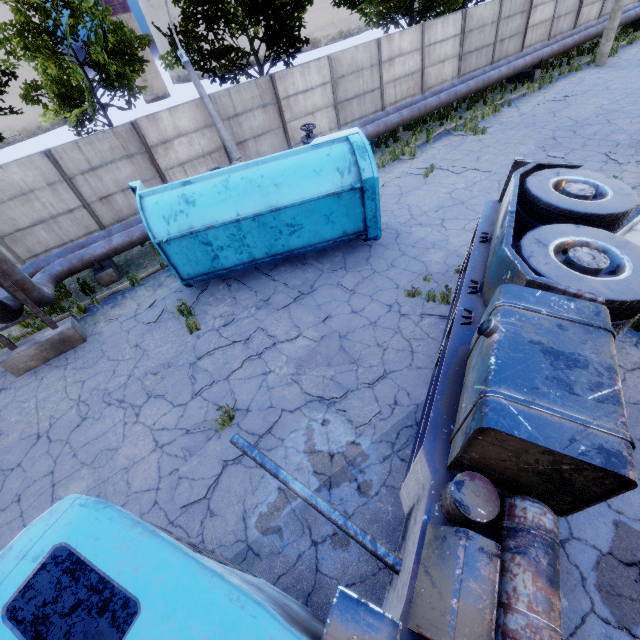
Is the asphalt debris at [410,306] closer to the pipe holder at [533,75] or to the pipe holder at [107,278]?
the pipe holder at [107,278]

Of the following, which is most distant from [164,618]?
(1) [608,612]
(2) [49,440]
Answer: (2) [49,440]

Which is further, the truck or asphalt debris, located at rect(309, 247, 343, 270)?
asphalt debris, located at rect(309, 247, 343, 270)

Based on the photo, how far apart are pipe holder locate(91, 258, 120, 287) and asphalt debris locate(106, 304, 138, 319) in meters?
1.7

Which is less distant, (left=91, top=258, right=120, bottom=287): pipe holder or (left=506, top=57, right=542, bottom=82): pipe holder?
(left=91, top=258, right=120, bottom=287): pipe holder

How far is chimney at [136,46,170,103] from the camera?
54.3 meters

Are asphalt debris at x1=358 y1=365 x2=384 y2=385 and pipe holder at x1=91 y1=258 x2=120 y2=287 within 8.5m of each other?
no

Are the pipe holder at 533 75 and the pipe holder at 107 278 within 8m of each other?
no
